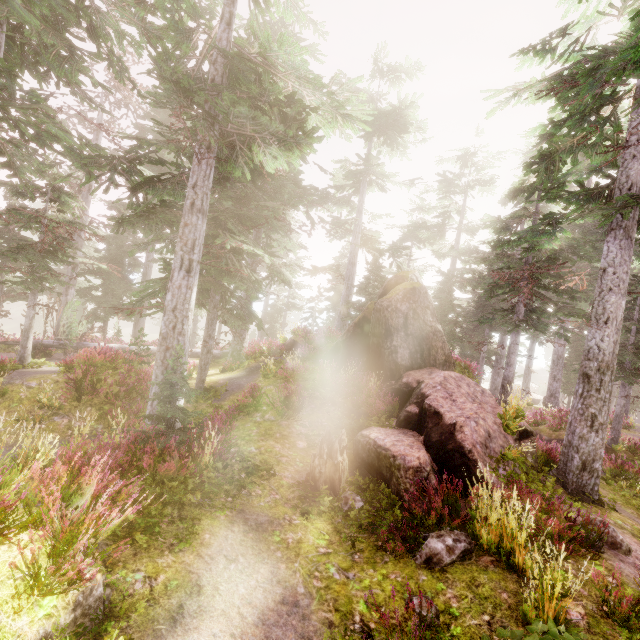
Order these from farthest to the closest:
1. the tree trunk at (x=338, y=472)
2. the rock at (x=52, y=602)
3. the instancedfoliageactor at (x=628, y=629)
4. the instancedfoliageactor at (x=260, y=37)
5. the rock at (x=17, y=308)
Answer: the rock at (x=17, y=308)
the tree trunk at (x=338, y=472)
the instancedfoliageactor at (x=260, y=37)
the instancedfoliageactor at (x=628, y=629)
the rock at (x=52, y=602)

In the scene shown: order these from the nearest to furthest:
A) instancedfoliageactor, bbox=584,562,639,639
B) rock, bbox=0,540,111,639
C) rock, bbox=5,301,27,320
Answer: rock, bbox=0,540,111,639 → instancedfoliageactor, bbox=584,562,639,639 → rock, bbox=5,301,27,320

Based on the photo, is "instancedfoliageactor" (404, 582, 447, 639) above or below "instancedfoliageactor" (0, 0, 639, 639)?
below

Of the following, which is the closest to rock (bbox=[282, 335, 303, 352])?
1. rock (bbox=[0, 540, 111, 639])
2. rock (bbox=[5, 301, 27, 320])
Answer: rock (bbox=[0, 540, 111, 639])

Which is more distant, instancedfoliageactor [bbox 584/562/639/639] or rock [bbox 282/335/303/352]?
rock [bbox 282/335/303/352]

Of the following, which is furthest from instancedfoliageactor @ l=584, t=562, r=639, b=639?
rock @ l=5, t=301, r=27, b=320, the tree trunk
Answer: the tree trunk

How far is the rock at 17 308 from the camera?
54.28m

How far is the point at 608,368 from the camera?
8.95m
